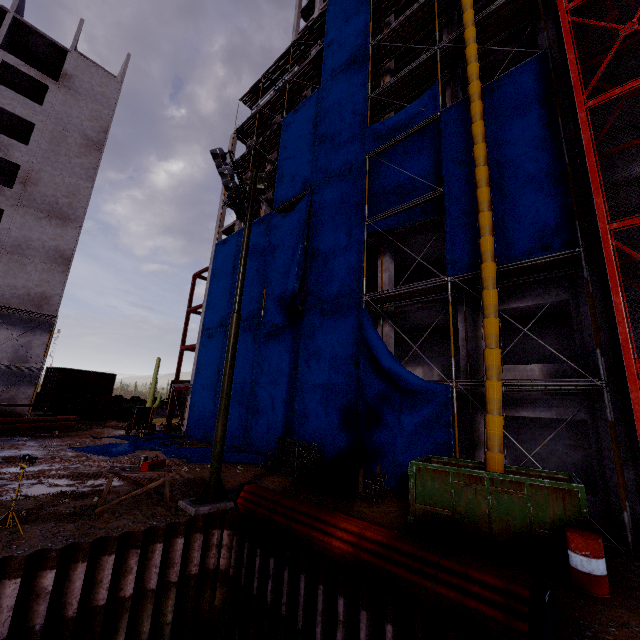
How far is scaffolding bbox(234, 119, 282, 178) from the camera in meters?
25.9

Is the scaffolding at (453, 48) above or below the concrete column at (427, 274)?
above

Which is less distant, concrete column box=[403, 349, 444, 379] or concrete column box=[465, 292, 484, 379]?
concrete column box=[465, 292, 484, 379]

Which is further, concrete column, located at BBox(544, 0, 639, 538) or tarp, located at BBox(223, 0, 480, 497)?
tarp, located at BBox(223, 0, 480, 497)

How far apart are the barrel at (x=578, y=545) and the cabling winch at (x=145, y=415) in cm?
2534

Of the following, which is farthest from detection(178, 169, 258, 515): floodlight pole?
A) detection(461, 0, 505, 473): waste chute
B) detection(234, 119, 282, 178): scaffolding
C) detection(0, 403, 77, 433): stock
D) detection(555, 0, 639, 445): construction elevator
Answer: detection(0, 403, 77, 433): stock

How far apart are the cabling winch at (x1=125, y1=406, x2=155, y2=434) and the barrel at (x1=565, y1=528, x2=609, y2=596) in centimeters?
2534cm

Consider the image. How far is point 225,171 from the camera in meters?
10.6
